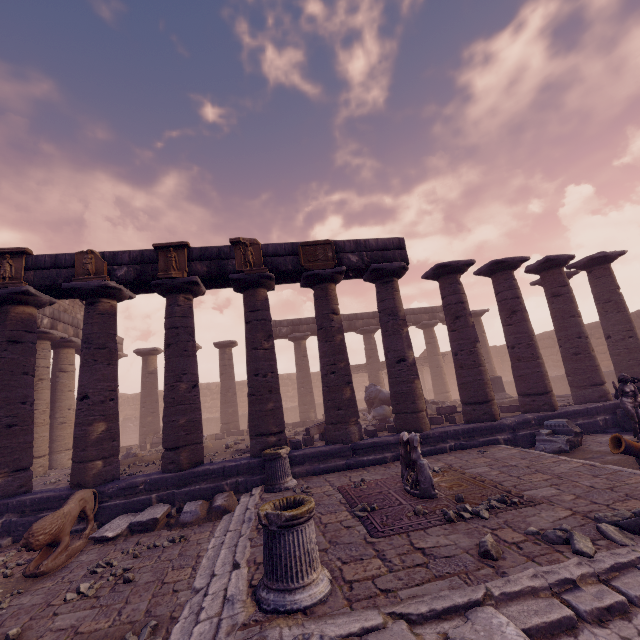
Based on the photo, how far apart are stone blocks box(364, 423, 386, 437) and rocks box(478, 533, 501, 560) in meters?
6.6

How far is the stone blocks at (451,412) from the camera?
11.4m

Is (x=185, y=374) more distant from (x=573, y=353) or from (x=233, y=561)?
(x=573, y=353)

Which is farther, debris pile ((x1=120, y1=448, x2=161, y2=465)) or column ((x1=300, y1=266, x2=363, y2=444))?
debris pile ((x1=120, y1=448, x2=161, y2=465))

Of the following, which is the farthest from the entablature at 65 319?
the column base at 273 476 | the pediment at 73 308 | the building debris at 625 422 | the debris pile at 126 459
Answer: the building debris at 625 422

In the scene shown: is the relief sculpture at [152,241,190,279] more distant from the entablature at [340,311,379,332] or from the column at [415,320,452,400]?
the column at [415,320,452,400]

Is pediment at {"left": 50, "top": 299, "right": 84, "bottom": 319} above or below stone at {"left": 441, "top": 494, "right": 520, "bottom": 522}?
above

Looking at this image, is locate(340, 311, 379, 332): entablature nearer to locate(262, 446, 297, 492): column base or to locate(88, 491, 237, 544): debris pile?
locate(262, 446, 297, 492): column base
